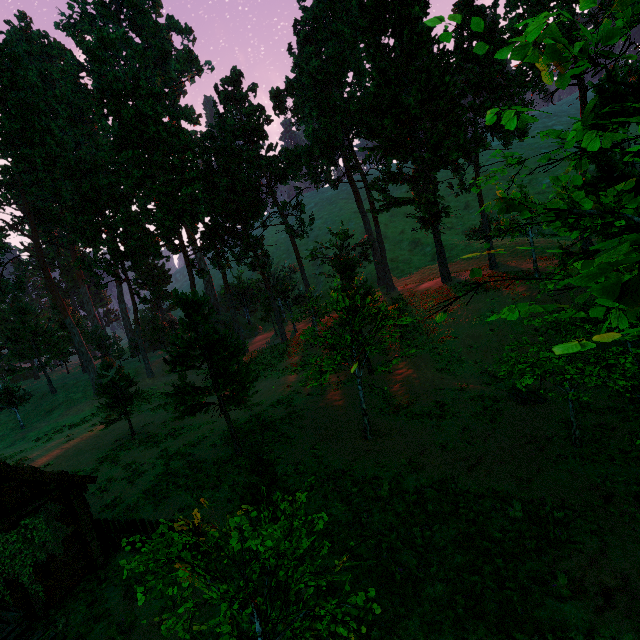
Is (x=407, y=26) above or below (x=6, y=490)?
above

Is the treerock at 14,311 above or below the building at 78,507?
above

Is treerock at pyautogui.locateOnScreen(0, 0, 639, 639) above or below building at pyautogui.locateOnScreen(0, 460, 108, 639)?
above

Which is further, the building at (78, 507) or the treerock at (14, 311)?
the building at (78, 507)

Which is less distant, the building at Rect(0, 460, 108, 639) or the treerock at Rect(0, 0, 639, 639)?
the treerock at Rect(0, 0, 639, 639)
